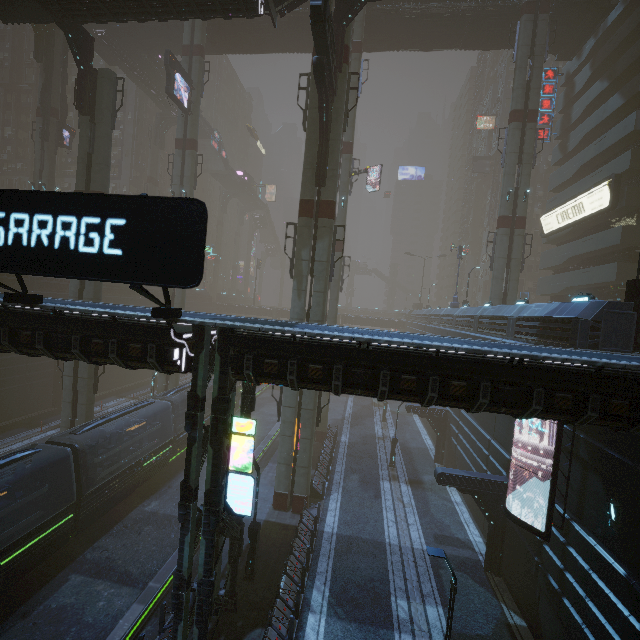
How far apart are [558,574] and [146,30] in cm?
5471

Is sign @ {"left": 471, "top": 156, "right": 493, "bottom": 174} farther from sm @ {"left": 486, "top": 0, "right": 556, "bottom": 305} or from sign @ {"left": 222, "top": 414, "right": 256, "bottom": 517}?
sign @ {"left": 222, "top": 414, "right": 256, "bottom": 517}

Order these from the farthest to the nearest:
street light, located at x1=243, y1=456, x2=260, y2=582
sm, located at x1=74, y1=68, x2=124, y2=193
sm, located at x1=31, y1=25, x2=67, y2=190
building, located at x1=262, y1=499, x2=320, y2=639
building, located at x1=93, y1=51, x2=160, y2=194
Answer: building, located at x1=93, y1=51, x2=160, y2=194
sm, located at x1=31, y1=25, x2=67, y2=190
sm, located at x1=74, y1=68, x2=124, y2=193
street light, located at x1=243, y1=456, x2=260, y2=582
building, located at x1=262, y1=499, x2=320, y2=639

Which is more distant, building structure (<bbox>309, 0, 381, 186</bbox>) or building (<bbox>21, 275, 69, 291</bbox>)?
building (<bbox>21, 275, 69, 291</bbox>)

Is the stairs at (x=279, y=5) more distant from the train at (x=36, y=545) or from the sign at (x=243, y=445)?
the train at (x=36, y=545)

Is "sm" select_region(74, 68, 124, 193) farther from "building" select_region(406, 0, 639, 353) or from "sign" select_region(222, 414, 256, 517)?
→ "sign" select_region(222, 414, 256, 517)

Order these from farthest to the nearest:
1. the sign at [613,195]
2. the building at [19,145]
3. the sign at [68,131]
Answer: the building at [19,145]
the sign at [68,131]
the sign at [613,195]

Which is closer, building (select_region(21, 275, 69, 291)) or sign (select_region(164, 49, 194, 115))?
sign (select_region(164, 49, 194, 115))
